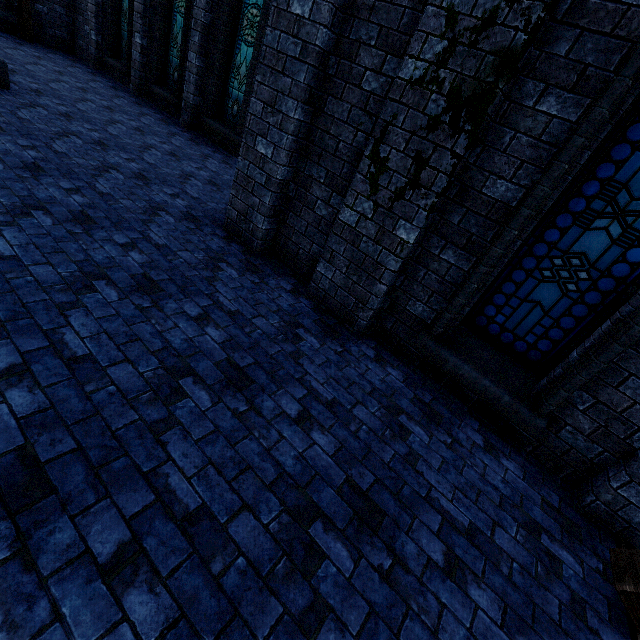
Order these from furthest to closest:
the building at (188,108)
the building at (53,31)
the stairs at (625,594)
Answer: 1. the building at (53,31)
2. the building at (188,108)
3. the stairs at (625,594)

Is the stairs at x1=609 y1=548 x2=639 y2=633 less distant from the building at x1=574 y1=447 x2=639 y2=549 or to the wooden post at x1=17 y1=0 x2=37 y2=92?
the building at x1=574 y1=447 x2=639 y2=549

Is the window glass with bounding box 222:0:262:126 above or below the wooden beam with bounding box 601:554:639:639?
above

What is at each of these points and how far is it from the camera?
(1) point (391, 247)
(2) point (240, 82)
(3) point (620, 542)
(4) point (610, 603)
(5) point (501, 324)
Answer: (1) building, 3.6m
(2) window glass, 8.9m
(3) wooden beam, 3.0m
(4) wooden beam, 2.5m
(5) window glass, 3.8m

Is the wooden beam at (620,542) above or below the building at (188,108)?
below

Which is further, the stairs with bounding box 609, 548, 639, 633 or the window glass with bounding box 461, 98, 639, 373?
the window glass with bounding box 461, 98, 639, 373

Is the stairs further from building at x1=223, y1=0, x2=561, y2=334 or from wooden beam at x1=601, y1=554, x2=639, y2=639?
building at x1=223, y1=0, x2=561, y2=334

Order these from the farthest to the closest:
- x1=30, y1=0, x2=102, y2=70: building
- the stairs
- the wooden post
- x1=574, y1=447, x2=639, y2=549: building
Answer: x1=30, y1=0, x2=102, y2=70: building
the wooden post
x1=574, y1=447, x2=639, y2=549: building
the stairs
